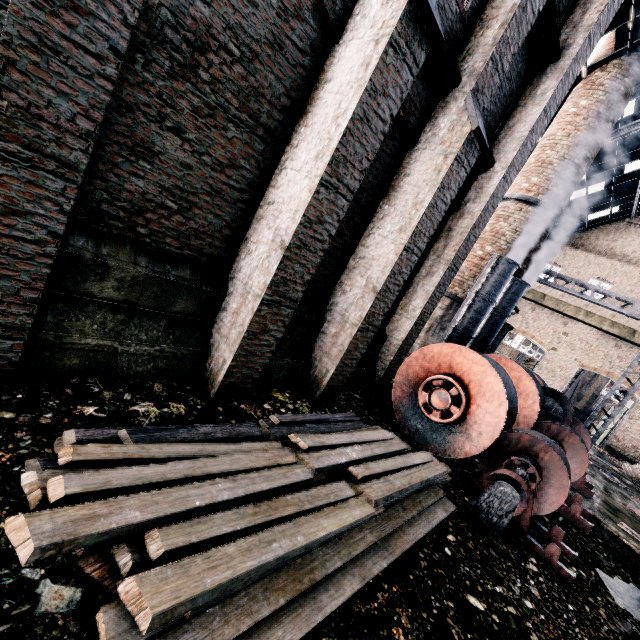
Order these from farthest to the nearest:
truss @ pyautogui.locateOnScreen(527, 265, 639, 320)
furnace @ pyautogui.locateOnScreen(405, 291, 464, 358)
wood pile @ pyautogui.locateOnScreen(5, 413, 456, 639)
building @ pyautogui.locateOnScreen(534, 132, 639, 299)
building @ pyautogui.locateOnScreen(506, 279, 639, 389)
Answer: building @ pyautogui.locateOnScreen(506, 279, 639, 389)
building @ pyautogui.locateOnScreen(534, 132, 639, 299)
furnace @ pyautogui.locateOnScreen(405, 291, 464, 358)
truss @ pyautogui.locateOnScreen(527, 265, 639, 320)
wood pile @ pyautogui.locateOnScreen(5, 413, 456, 639)

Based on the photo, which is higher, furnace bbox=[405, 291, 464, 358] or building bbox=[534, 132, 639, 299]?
building bbox=[534, 132, 639, 299]

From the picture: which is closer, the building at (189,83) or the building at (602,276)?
the building at (189,83)

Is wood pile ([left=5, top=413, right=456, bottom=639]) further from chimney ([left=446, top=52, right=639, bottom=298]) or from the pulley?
chimney ([left=446, top=52, right=639, bottom=298])

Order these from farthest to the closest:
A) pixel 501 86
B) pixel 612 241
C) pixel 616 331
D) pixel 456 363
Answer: pixel 612 241 → pixel 616 331 → pixel 501 86 → pixel 456 363

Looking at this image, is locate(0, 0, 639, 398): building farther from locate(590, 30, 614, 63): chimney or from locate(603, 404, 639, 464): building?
locate(603, 404, 639, 464): building

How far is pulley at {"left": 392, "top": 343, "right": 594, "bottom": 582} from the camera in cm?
666

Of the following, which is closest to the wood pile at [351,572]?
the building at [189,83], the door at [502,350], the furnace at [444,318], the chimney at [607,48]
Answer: the building at [189,83]
